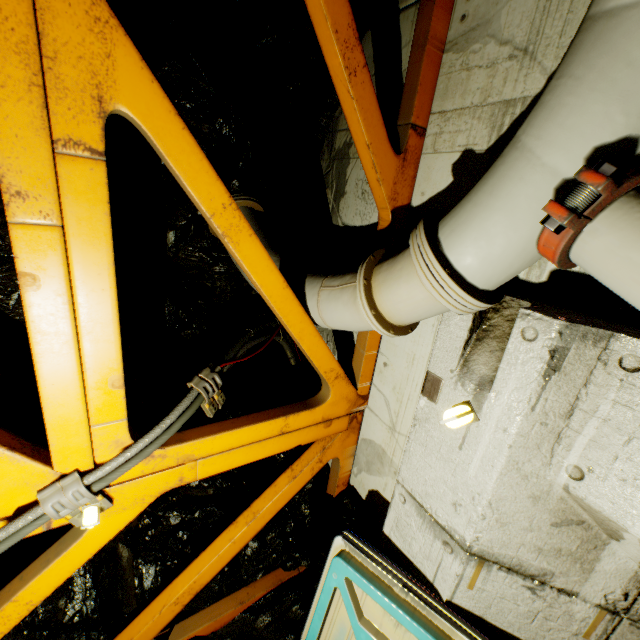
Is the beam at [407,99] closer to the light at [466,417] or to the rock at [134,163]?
the rock at [134,163]

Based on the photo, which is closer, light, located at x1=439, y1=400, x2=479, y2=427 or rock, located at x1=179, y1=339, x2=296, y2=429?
light, located at x1=439, y1=400, x2=479, y2=427

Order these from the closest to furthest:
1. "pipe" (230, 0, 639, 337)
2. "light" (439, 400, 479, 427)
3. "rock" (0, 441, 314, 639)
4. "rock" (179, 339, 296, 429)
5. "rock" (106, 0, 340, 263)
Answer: "pipe" (230, 0, 639, 337) < "light" (439, 400, 479, 427) < "rock" (106, 0, 340, 263) < "rock" (0, 441, 314, 639) < "rock" (179, 339, 296, 429)

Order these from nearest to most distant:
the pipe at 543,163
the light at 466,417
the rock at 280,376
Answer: the pipe at 543,163 → the light at 466,417 → the rock at 280,376

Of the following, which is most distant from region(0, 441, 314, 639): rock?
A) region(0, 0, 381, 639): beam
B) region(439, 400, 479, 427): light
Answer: region(439, 400, 479, 427): light

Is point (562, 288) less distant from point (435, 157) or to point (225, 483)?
point (435, 157)

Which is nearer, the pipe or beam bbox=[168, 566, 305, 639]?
the pipe

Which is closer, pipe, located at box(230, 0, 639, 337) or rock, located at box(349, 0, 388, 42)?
pipe, located at box(230, 0, 639, 337)
